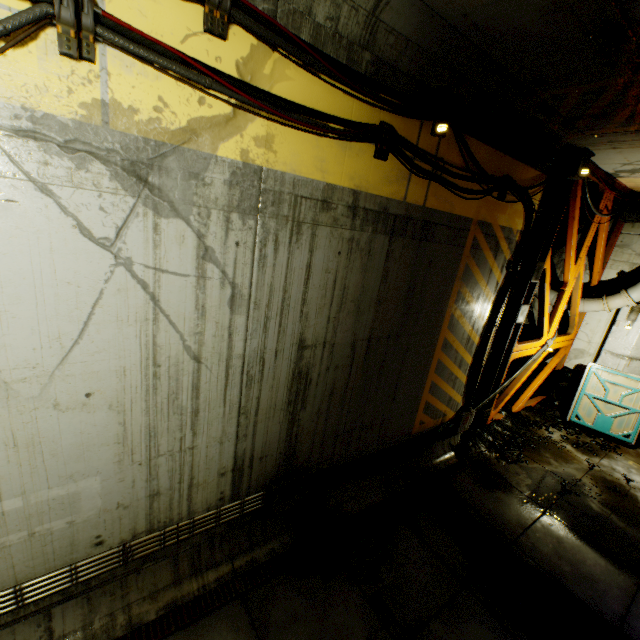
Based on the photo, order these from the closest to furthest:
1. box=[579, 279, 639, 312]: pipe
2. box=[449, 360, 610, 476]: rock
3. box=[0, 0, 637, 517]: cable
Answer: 1. box=[0, 0, 637, 517]: cable
2. box=[449, 360, 610, 476]: rock
3. box=[579, 279, 639, 312]: pipe

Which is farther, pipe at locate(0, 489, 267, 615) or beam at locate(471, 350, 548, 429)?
beam at locate(471, 350, 548, 429)

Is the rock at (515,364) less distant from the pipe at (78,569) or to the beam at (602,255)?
the beam at (602,255)

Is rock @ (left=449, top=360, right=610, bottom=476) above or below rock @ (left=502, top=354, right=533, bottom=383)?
below

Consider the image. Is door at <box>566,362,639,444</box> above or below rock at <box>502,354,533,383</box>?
below

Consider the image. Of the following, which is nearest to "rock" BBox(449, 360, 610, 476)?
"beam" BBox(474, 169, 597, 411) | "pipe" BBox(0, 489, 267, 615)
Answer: "beam" BBox(474, 169, 597, 411)

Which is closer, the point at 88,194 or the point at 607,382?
the point at 88,194

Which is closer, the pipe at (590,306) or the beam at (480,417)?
the beam at (480,417)
